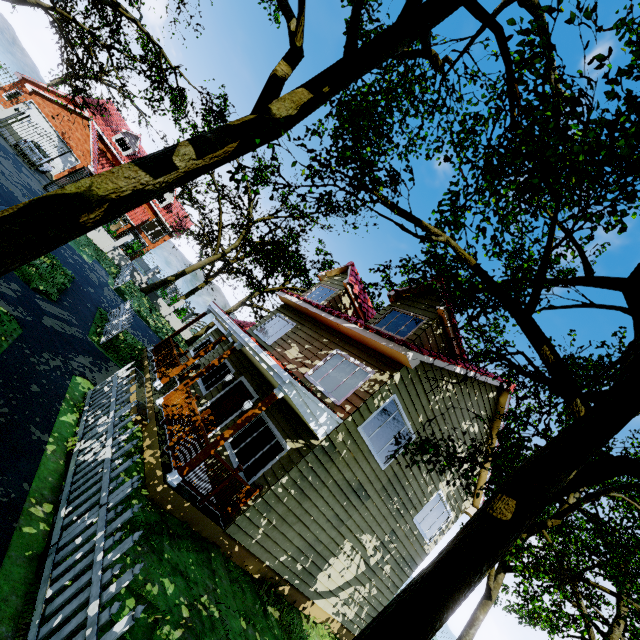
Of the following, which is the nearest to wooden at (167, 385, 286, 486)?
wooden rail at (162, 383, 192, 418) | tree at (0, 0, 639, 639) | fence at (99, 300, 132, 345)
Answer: wooden rail at (162, 383, 192, 418)

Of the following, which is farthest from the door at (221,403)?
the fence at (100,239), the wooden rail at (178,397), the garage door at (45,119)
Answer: the garage door at (45,119)

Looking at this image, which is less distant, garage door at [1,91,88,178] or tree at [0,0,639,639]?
tree at [0,0,639,639]

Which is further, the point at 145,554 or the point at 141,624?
the point at 145,554

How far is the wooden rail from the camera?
8.4m

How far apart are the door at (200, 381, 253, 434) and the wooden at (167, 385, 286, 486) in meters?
3.4

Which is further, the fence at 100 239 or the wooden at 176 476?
the fence at 100 239

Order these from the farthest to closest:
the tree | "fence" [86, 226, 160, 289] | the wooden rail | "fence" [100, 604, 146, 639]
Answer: "fence" [86, 226, 160, 289] → the wooden rail → the tree → "fence" [100, 604, 146, 639]
